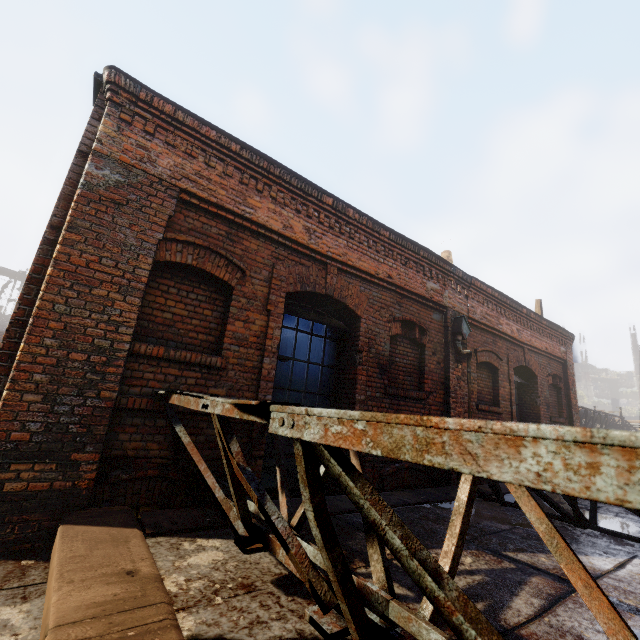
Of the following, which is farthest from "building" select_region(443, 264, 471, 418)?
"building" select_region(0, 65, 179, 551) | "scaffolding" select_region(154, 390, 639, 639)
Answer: "building" select_region(0, 65, 179, 551)

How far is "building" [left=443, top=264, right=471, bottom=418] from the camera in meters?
6.6 m

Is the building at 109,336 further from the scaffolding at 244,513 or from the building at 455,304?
the building at 455,304

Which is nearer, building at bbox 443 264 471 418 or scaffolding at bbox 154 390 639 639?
scaffolding at bbox 154 390 639 639

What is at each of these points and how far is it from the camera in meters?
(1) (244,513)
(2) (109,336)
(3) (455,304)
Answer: (1) scaffolding, 2.1 m
(2) building, 3.2 m
(3) building, 7.1 m

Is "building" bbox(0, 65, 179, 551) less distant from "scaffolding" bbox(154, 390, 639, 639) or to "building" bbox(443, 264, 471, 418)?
"scaffolding" bbox(154, 390, 639, 639)
